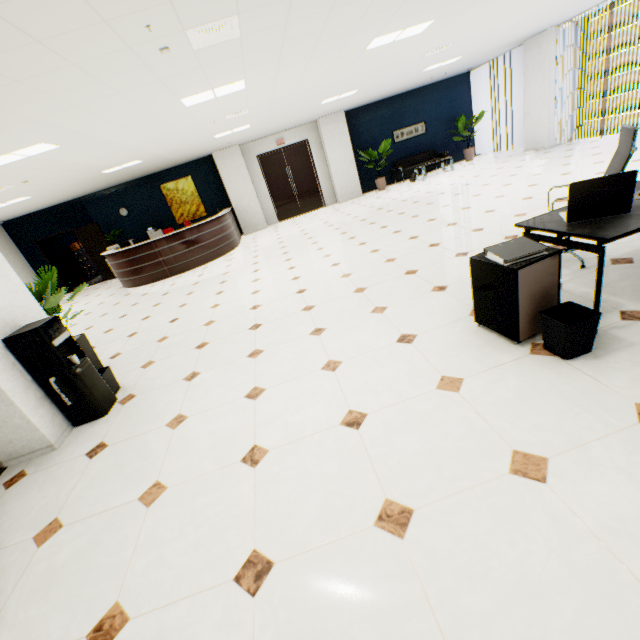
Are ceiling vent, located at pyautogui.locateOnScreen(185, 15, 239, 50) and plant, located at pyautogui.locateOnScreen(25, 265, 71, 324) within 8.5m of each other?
yes

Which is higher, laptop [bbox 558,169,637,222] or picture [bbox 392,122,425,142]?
picture [bbox 392,122,425,142]

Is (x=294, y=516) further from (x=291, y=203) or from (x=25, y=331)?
(x=291, y=203)

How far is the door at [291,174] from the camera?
12.2m

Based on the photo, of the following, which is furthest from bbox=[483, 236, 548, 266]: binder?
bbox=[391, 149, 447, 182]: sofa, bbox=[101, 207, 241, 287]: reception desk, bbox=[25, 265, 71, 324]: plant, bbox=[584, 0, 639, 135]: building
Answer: bbox=[584, 0, 639, 135]: building

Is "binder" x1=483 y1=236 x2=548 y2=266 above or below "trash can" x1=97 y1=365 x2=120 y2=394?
above

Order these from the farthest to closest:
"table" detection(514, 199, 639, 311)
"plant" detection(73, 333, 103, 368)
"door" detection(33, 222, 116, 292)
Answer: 1. "door" detection(33, 222, 116, 292)
2. "plant" detection(73, 333, 103, 368)
3. "table" detection(514, 199, 639, 311)

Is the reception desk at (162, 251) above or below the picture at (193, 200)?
below
